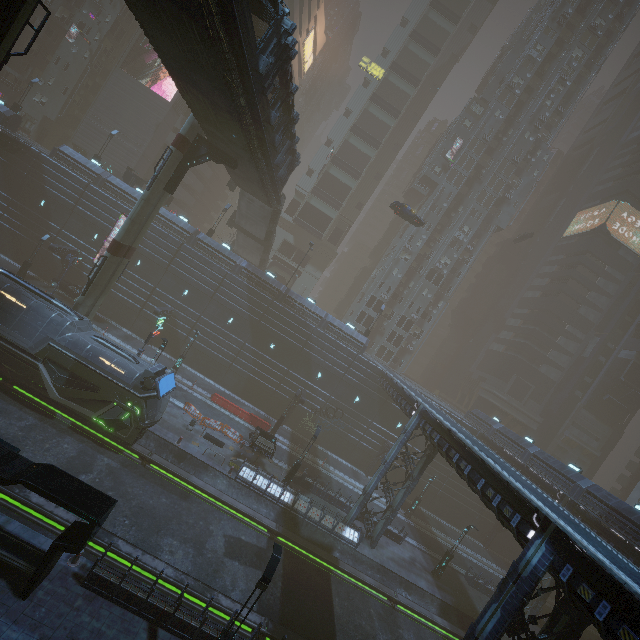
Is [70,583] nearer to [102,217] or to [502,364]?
[102,217]

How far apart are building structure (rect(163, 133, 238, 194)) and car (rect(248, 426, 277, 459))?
20.2 meters

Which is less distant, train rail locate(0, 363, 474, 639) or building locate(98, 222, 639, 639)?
building locate(98, 222, 639, 639)

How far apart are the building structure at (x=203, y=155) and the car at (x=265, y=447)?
20.21m

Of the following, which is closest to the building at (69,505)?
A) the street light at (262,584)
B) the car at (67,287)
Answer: the car at (67,287)

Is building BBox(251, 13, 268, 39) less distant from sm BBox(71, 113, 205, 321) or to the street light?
sm BBox(71, 113, 205, 321)

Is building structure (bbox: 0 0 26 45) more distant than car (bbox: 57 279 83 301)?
No

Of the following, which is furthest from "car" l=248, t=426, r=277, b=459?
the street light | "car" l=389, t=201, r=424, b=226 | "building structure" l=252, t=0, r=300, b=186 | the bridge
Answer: "car" l=389, t=201, r=424, b=226
